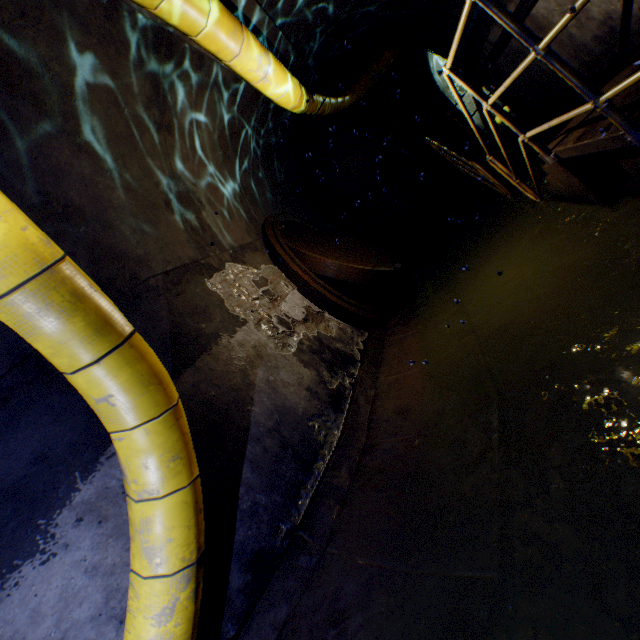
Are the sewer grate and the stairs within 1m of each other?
no

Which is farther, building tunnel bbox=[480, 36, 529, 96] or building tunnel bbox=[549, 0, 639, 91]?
building tunnel bbox=[480, 36, 529, 96]

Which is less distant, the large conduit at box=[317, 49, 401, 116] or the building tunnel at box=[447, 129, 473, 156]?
the large conduit at box=[317, 49, 401, 116]

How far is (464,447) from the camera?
2.55m

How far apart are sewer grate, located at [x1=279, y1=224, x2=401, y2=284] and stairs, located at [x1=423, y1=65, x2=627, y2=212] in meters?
2.1 m

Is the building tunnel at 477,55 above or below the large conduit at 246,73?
below

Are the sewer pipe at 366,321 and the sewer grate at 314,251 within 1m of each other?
yes
